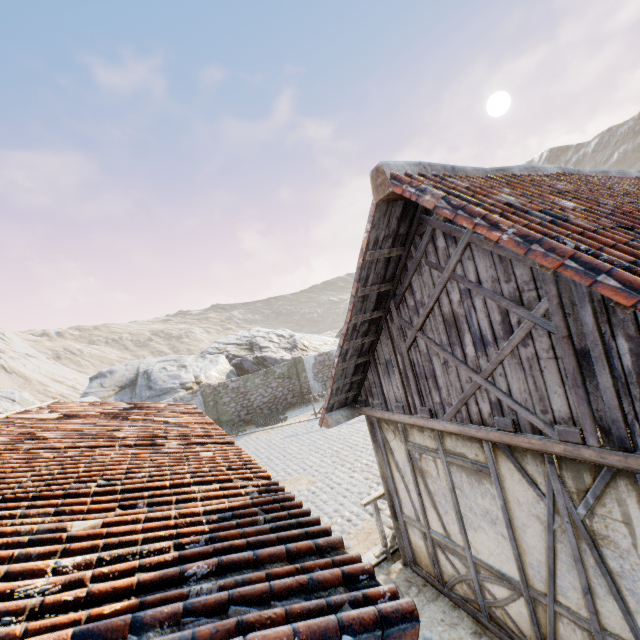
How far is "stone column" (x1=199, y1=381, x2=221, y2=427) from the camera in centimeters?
1947cm

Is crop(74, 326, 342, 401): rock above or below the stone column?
above

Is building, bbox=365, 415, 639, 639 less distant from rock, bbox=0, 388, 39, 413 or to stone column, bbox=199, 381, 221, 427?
rock, bbox=0, 388, 39, 413

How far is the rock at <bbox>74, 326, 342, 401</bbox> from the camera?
20.20m

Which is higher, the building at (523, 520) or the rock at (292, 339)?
the rock at (292, 339)

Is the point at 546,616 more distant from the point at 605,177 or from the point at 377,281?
the point at 605,177

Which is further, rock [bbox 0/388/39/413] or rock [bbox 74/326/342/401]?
rock [bbox 74/326/342/401]

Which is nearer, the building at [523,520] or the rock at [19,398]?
the building at [523,520]
